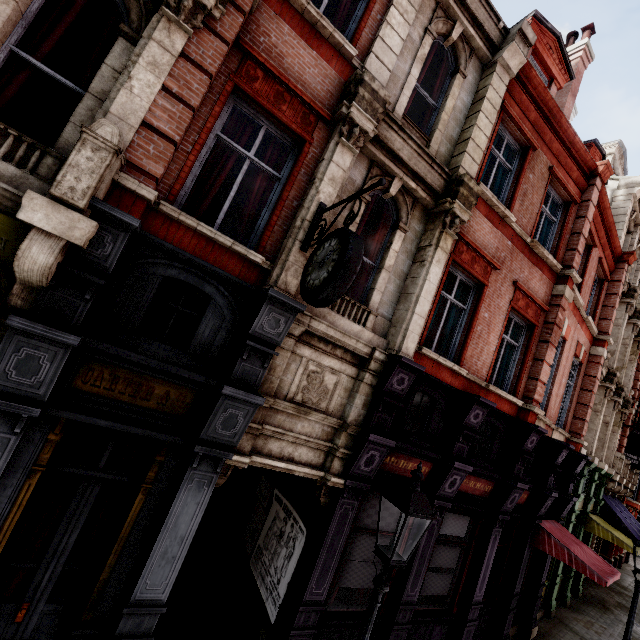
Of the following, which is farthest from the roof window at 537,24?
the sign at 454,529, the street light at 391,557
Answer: the sign at 454,529

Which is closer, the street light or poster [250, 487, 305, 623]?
the street light

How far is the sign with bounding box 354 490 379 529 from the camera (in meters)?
6.42

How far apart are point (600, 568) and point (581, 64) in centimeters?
1691cm

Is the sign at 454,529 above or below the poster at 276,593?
above

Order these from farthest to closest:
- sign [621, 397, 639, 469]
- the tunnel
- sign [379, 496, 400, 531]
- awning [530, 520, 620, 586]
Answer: sign [621, 397, 639, 469], awning [530, 520, 620, 586], sign [379, 496, 400, 531], the tunnel

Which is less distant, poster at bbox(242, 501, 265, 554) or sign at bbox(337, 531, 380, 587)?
sign at bbox(337, 531, 380, 587)

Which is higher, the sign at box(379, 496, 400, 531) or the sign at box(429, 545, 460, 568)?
the sign at box(379, 496, 400, 531)
